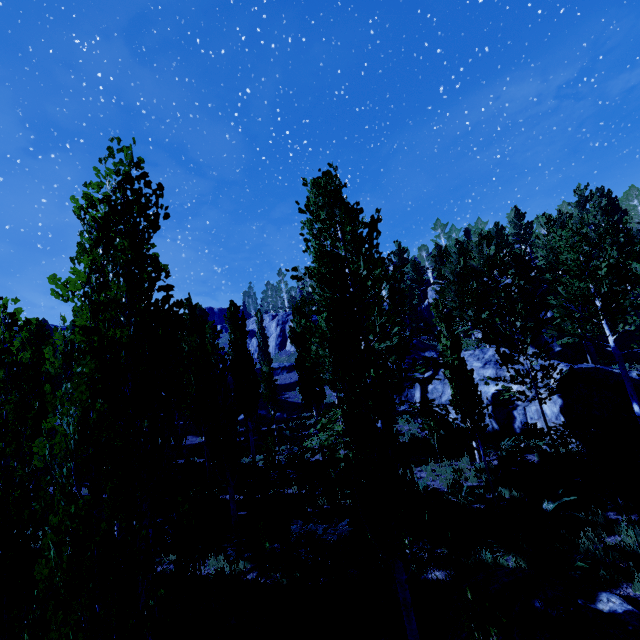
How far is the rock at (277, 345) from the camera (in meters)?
52.16

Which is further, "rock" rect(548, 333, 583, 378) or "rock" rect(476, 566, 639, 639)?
"rock" rect(548, 333, 583, 378)

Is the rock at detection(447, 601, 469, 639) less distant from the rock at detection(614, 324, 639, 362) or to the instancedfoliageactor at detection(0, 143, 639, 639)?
the instancedfoliageactor at detection(0, 143, 639, 639)

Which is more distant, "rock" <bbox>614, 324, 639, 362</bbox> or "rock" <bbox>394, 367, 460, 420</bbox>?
"rock" <bbox>614, 324, 639, 362</bbox>

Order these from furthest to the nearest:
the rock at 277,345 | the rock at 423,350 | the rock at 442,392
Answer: the rock at 277,345 < the rock at 423,350 < the rock at 442,392

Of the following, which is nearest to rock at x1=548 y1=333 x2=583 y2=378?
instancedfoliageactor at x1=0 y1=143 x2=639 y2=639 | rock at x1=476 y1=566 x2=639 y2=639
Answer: instancedfoliageactor at x1=0 y1=143 x2=639 y2=639

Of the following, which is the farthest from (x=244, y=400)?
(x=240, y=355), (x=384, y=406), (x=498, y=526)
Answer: (x=384, y=406)

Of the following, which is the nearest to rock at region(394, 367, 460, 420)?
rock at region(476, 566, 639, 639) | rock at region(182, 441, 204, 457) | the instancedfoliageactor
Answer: the instancedfoliageactor
